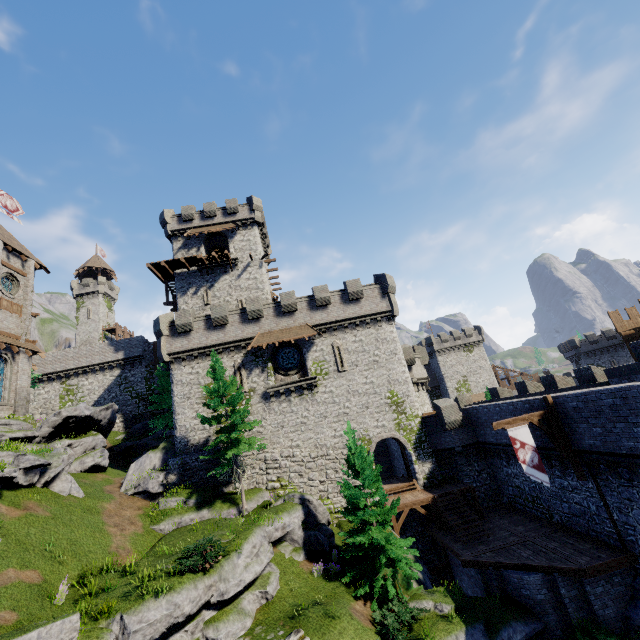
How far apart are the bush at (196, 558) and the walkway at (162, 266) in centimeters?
2584cm

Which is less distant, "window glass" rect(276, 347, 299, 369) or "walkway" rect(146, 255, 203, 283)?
"window glass" rect(276, 347, 299, 369)

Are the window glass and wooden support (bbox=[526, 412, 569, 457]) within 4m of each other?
no

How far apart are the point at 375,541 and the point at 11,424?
26.8 meters

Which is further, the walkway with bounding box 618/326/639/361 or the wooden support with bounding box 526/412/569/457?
the walkway with bounding box 618/326/639/361

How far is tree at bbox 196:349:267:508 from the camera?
20.5 meters

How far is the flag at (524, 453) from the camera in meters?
15.0

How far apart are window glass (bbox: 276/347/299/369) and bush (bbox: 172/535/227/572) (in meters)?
13.97
